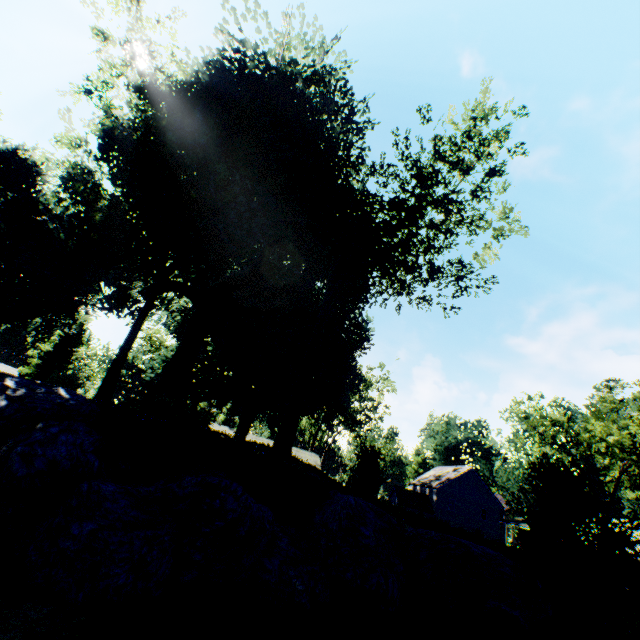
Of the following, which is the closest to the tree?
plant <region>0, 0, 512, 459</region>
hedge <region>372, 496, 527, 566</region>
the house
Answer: hedge <region>372, 496, 527, 566</region>

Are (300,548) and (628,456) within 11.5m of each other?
no

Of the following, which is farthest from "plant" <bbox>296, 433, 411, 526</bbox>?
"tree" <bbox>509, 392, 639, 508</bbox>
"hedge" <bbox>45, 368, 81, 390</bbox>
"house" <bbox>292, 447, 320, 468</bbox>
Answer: "tree" <bbox>509, 392, 639, 508</bbox>

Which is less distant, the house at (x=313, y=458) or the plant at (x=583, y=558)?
the plant at (x=583, y=558)

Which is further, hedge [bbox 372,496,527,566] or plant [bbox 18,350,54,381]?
plant [bbox 18,350,54,381]

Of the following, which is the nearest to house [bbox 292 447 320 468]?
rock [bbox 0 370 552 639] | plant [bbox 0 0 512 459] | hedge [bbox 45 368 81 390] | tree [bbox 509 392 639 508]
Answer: plant [bbox 0 0 512 459]

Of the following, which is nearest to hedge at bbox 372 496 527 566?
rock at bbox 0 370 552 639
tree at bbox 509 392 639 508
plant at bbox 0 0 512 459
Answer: rock at bbox 0 370 552 639

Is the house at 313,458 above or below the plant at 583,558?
above
